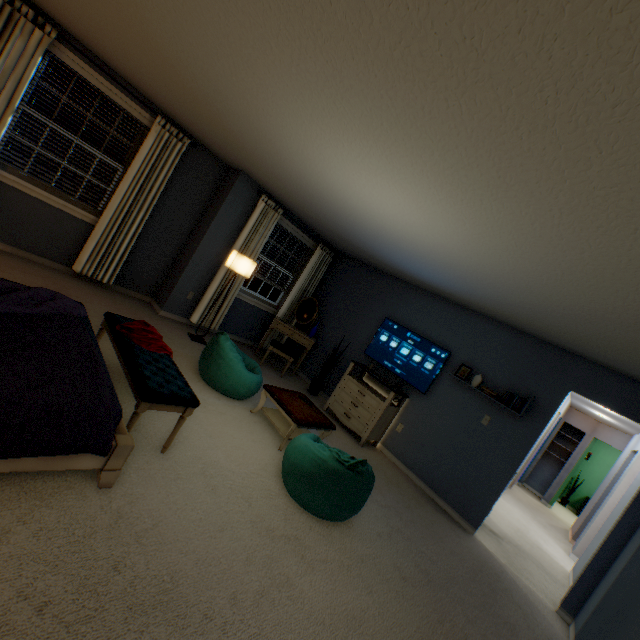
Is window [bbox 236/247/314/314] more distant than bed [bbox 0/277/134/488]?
Yes

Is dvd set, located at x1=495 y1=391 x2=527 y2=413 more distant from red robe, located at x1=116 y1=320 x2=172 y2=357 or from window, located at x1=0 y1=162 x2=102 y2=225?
window, located at x1=0 y1=162 x2=102 y2=225

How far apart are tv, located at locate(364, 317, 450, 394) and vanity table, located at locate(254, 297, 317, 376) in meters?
0.9

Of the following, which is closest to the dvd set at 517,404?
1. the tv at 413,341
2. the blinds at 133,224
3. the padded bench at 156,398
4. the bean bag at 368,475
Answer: the tv at 413,341

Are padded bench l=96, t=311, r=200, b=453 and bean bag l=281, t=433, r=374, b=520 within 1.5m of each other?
yes

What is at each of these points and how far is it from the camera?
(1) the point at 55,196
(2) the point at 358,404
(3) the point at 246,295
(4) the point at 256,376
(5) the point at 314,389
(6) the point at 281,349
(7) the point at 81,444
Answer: (1) window, 3.90m
(2) dresser, 4.75m
(3) window, 5.66m
(4) bean bag, 3.68m
(5) plant, 5.48m
(6) padded bench, 5.33m
(7) bed, 1.51m

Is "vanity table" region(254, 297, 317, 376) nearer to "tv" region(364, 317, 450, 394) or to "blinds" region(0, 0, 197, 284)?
"tv" region(364, 317, 450, 394)

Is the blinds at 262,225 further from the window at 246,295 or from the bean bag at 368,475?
the bean bag at 368,475
